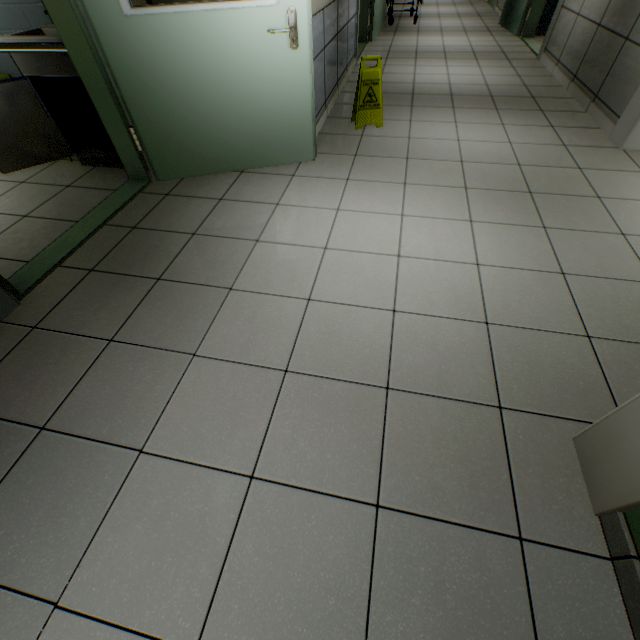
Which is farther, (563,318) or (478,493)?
(563,318)

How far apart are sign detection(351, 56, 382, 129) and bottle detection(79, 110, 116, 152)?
2.4 meters

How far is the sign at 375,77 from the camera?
3.26m

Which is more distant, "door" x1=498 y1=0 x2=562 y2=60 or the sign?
"door" x1=498 y1=0 x2=562 y2=60

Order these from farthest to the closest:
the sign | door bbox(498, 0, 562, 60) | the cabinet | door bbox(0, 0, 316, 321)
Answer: door bbox(498, 0, 562, 60) < the sign < the cabinet < door bbox(0, 0, 316, 321)

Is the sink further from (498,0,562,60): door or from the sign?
(498,0,562,60): door

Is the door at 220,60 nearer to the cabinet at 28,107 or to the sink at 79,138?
the sink at 79,138

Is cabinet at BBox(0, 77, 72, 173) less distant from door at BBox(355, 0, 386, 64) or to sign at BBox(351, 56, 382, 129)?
sign at BBox(351, 56, 382, 129)
